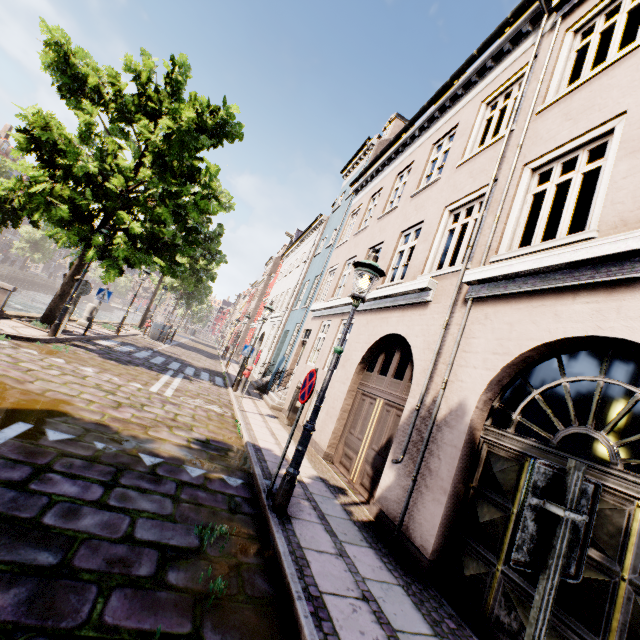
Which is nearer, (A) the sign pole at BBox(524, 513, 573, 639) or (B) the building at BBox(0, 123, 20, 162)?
(A) the sign pole at BBox(524, 513, 573, 639)

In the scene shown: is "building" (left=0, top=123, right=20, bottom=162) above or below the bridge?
above

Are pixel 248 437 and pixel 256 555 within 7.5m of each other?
yes

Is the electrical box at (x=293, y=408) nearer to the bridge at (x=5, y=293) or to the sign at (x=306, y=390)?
the sign at (x=306, y=390)

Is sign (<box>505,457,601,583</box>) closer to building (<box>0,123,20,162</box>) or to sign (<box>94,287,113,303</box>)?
sign (<box>94,287,113,303</box>)

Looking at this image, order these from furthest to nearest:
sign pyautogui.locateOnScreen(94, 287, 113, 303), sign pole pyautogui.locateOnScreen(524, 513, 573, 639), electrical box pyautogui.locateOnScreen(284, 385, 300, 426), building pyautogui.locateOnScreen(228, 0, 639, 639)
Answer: sign pyautogui.locateOnScreen(94, 287, 113, 303)
electrical box pyautogui.locateOnScreen(284, 385, 300, 426)
building pyautogui.locateOnScreen(228, 0, 639, 639)
sign pole pyautogui.locateOnScreen(524, 513, 573, 639)

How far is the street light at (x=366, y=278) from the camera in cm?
430

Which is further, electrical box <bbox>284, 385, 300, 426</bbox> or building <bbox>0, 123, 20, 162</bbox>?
building <bbox>0, 123, 20, 162</bbox>
